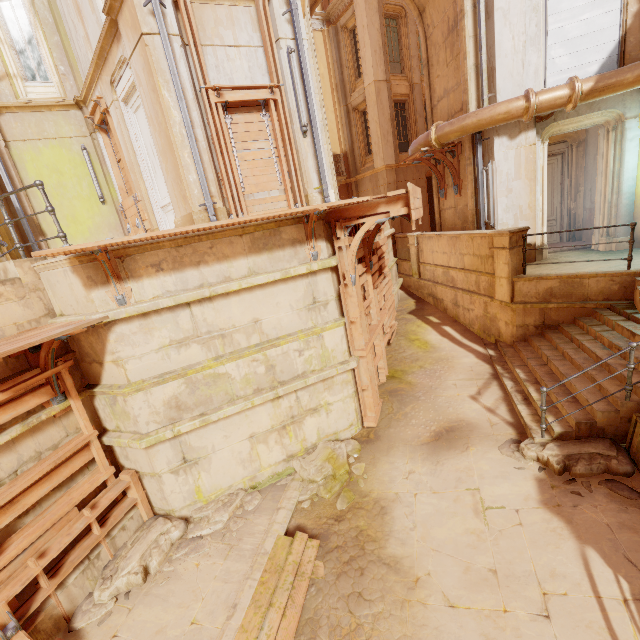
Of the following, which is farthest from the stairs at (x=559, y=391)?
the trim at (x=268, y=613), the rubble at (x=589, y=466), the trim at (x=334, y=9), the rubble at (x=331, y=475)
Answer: the trim at (x=334, y=9)

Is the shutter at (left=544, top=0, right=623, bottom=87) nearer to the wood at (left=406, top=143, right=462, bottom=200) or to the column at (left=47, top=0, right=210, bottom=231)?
the wood at (left=406, top=143, right=462, bottom=200)

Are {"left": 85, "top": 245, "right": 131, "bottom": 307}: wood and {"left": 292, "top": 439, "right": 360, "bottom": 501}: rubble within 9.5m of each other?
yes

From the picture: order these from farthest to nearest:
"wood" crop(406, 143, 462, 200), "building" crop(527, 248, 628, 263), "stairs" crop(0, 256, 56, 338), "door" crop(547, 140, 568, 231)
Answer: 1. "door" crop(547, 140, 568, 231)
2. "wood" crop(406, 143, 462, 200)
3. "building" crop(527, 248, 628, 263)
4. "stairs" crop(0, 256, 56, 338)

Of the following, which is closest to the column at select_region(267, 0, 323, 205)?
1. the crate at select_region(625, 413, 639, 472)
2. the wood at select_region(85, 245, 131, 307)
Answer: the wood at select_region(85, 245, 131, 307)

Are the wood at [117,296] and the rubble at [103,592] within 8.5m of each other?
yes

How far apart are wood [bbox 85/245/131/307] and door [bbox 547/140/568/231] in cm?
1230

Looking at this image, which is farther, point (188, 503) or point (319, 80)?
point (319, 80)
